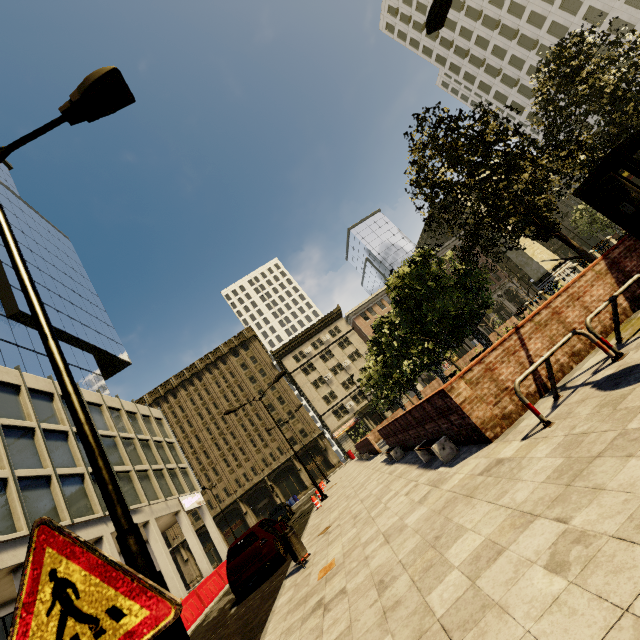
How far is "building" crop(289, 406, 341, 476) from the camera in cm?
5086

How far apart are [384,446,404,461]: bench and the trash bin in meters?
5.0 m

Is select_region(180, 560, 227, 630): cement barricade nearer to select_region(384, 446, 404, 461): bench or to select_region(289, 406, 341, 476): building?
select_region(289, 406, 341, 476): building

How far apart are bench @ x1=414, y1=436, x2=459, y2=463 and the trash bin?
3.64m

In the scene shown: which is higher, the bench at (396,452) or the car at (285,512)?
the car at (285,512)

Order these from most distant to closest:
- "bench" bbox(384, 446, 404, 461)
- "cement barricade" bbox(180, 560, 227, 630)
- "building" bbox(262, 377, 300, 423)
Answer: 1. "building" bbox(262, 377, 300, 423)
2. "cement barricade" bbox(180, 560, 227, 630)
3. "bench" bbox(384, 446, 404, 461)

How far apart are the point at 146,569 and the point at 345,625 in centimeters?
253cm

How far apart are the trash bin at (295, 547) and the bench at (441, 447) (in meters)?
3.64
